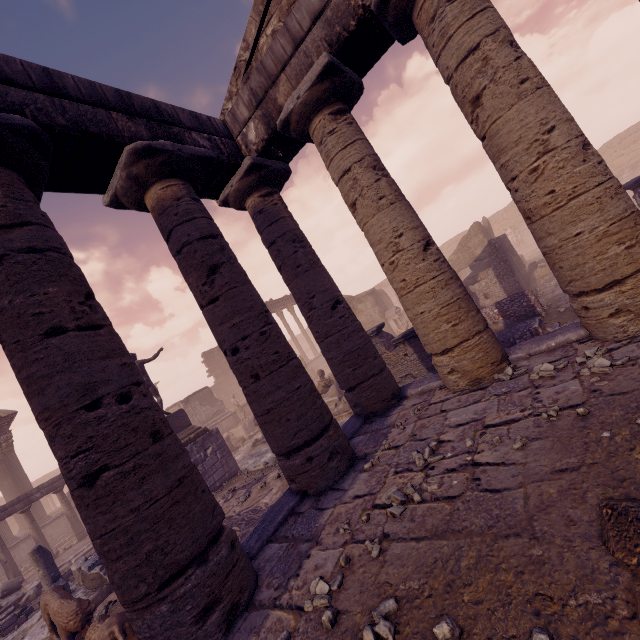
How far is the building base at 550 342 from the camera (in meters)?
4.62

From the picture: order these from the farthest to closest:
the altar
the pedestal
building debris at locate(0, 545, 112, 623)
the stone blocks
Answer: the altar → the pedestal → the stone blocks → building debris at locate(0, 545, 112, 623)

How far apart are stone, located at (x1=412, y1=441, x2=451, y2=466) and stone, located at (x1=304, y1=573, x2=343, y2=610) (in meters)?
1.45

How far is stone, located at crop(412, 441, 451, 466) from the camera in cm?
362

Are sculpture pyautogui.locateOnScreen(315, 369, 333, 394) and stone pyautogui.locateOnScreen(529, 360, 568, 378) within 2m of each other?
no

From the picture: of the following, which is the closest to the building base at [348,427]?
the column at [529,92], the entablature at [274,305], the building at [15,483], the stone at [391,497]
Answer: the column at [529,92]

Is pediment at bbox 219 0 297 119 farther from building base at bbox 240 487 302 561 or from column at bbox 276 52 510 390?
building base at bbox 240 487 302 561

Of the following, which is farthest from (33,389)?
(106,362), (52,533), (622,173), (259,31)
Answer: (622,173)
